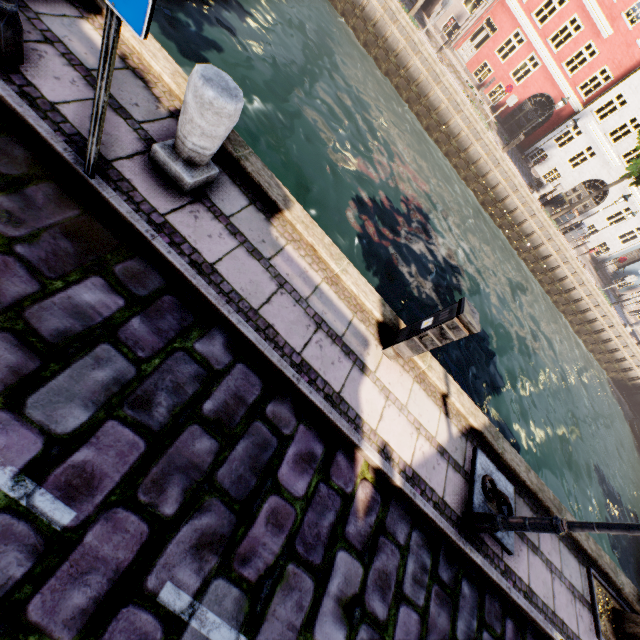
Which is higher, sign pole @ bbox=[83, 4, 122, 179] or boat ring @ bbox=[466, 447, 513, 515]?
sign pole @ bbox=[83, 4, 122, 179]

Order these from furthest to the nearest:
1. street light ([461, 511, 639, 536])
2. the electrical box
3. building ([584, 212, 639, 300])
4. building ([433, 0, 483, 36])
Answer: building ([584, 212, 639, 300])
building ([433, 0, 483, 36])
the electrical box
street light ([461, 511, 639, 536])

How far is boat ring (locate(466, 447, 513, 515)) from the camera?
4.41m

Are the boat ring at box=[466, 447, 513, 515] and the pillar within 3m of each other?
no

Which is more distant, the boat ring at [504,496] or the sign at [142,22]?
the boat ring at [504,496]

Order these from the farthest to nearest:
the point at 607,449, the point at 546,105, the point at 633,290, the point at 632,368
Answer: the point at 546,105
the point at 633,290
the point at 632,368
the point at 607,449

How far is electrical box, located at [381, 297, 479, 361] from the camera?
3.7 meters

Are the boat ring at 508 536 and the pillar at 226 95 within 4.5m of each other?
no
